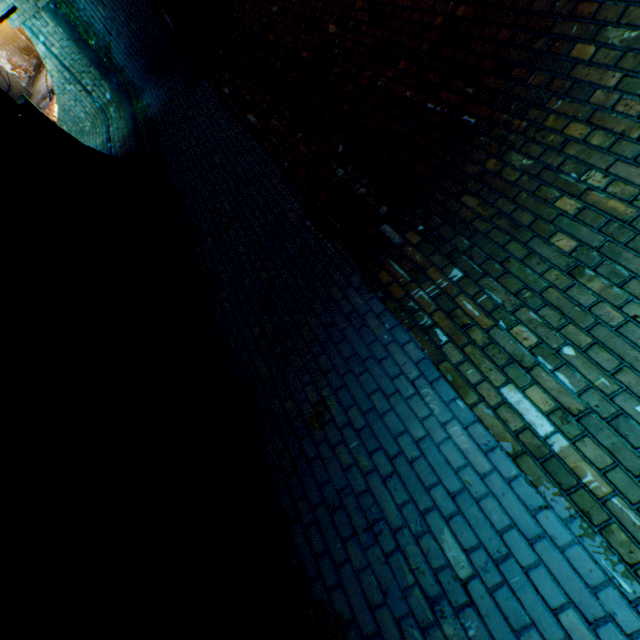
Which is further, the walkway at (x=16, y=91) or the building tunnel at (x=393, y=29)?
the walkway at (x=16, y=91)

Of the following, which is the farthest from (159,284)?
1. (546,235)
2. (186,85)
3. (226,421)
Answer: (186,85)

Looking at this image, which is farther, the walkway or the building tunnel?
the walkway

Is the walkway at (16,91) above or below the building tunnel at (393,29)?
below

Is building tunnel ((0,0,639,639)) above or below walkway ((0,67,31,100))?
above
